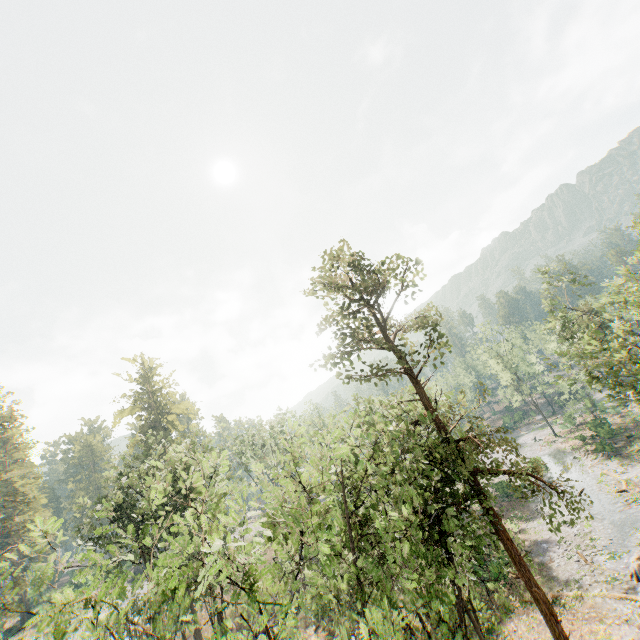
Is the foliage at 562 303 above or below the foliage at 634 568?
above

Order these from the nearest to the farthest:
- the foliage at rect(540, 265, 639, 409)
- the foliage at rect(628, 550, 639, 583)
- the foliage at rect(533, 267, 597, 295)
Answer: the foliage at rect(540, 265, 639, 409), the foliage at rect(628, 550, 639, 583), the foliage at rect(533, 267, 597, 295)

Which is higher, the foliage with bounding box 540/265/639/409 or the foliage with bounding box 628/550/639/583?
the foliage with bounding box 540/265/639/409

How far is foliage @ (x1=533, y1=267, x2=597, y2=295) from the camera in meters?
33.5 m

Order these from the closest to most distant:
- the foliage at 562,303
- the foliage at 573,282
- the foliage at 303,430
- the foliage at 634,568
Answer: the foliage at 303,430 < the foliage at 562,303 < the foliage at 634,568 < the foliage at 573,282

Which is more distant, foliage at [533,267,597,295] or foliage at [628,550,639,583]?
foliage at [533,267,597,295]

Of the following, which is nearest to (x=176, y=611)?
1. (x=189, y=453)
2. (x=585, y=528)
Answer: (x=585, y=528)
